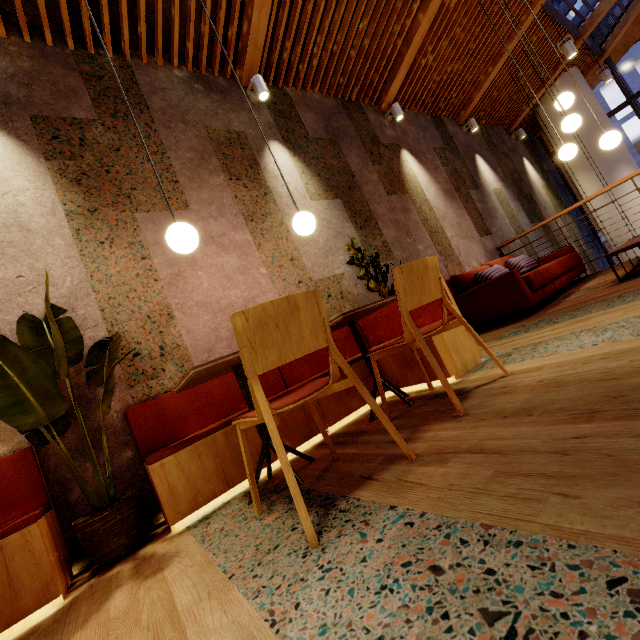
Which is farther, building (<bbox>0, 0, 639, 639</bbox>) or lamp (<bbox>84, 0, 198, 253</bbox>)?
lamp (<bbox>84, 0, 198, 253</bbox>)

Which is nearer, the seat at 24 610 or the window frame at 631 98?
the seat at 24 610

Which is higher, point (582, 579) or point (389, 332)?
point (389, 332)

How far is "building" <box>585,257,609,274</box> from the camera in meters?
8.4

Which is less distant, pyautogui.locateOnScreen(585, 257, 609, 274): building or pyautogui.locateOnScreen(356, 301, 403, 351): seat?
pyautogui.locateOnScreen(356, 301, 403, 351): seat

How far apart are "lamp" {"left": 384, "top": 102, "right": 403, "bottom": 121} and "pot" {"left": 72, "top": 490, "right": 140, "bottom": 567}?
6.2m

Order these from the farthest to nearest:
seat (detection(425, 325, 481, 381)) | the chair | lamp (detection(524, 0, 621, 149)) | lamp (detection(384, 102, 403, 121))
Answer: lamp (detection(384, 102, 403, 121)) → lamp (detection(524, 0, 621, 149)) → seat (detection(425, 325, 481, 381)) → the chair

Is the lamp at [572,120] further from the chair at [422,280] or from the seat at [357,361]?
the chair at [422,280]
